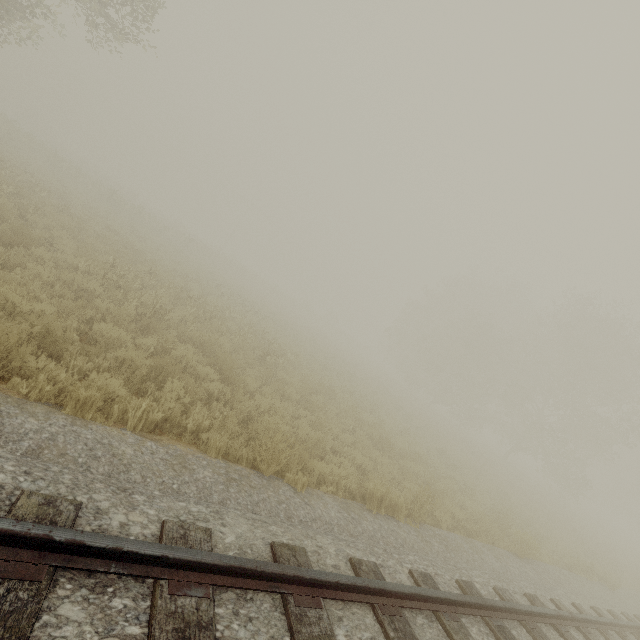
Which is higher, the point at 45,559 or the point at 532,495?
the point at 45,559
